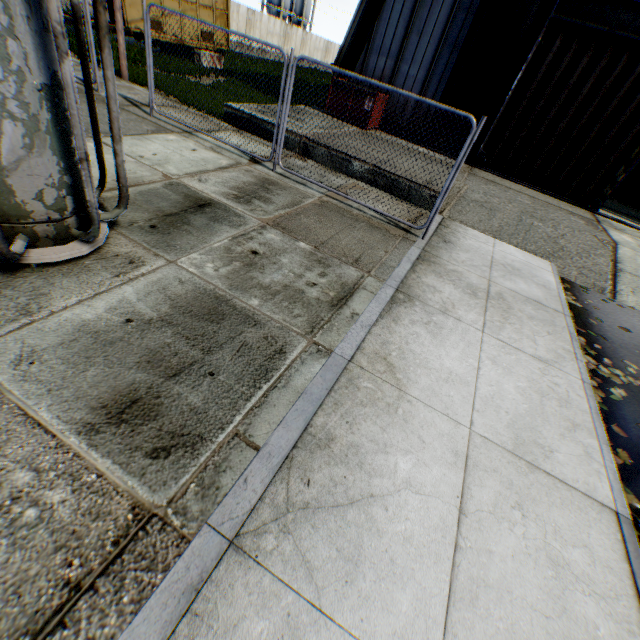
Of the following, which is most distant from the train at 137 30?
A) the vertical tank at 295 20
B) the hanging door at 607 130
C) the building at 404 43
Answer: the vertical tank at 295 20

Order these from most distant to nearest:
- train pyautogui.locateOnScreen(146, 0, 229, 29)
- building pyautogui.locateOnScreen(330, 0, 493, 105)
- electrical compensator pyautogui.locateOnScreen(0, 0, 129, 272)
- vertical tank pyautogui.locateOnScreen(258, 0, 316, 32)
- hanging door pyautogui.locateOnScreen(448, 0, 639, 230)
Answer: vertical tank pyautogui.locateOnScreen(258, 0, 316, 32), train pyautogui.locateOnScreen(146, 0, 229, 29), building pyautogui.locateOnScreen(330, 0, 493, 105), hanging door pyautogui.locateOnScreen(448, 0, 639, 230), electrical compensator pyautogui.locateOnScreen(0, 0, 129, 272)

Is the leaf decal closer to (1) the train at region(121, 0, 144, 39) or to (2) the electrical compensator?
(2) the electrical compensator

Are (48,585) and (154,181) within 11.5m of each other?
yes

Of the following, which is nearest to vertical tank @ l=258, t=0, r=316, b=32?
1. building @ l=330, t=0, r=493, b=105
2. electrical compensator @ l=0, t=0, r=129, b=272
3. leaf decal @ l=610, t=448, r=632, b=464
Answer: building @ l=330, t=0, r=493, b=105

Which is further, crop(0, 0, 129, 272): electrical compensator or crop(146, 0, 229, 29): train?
crop(146, 0, 229, 29): train

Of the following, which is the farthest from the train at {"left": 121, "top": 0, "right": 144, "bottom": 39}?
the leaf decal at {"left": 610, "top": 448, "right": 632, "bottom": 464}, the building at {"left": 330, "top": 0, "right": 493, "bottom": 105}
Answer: the leaf decal at {"left": 610, "top": 448, "right": 632, "bottom": 464}

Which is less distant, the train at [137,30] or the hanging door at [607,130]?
the hanging door at [607,130]
